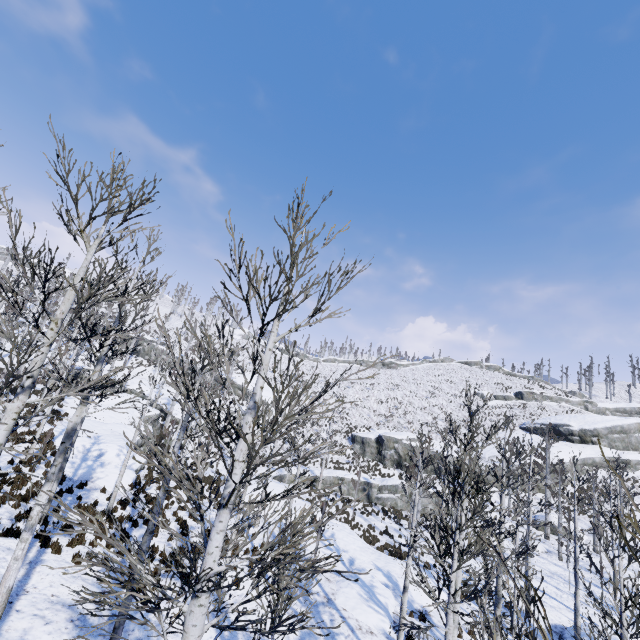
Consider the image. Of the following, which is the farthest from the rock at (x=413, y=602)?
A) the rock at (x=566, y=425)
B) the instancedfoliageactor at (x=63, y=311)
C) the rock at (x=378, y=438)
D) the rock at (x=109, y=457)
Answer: the rock at (x=566, y=425)

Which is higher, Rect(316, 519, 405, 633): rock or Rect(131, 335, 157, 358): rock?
Rect(131, 335, 157, 358): rock

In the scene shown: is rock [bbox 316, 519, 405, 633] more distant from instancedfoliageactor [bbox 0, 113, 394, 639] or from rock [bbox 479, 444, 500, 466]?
rock [bbox 479, 444, 500, 466]

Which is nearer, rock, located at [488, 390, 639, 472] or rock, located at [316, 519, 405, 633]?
rock, located at [316, 519, 405, 633]

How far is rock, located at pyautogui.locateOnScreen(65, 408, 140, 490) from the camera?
16.6m

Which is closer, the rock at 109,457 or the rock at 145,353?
the rock at 109,457

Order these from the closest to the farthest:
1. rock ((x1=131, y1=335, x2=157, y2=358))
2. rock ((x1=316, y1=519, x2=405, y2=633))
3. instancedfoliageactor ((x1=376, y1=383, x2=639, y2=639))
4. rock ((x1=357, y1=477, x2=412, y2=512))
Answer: instancedfoliageactor ((x1=376, y1=383, x2=639, y2=639)) → rock ((x1=316, y1=519, x2=405, y2=633)) → rock ((x1=357, y1=477, x2=412, y2=512)) → rock ((x1=131, y1=335, x2=157, y2=358))

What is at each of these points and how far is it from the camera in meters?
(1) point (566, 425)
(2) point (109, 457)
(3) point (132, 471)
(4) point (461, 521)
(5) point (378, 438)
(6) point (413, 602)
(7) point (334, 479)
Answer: (1) rock, 43.5 m
(2) rock, 18.9 m
(3) rock, 18.3 m
(4) instancedfoliageactor, 8.1 m
(5) rock, 43.9 m
(6) rock, 15.3 m
(7) rock, 33.6 m
